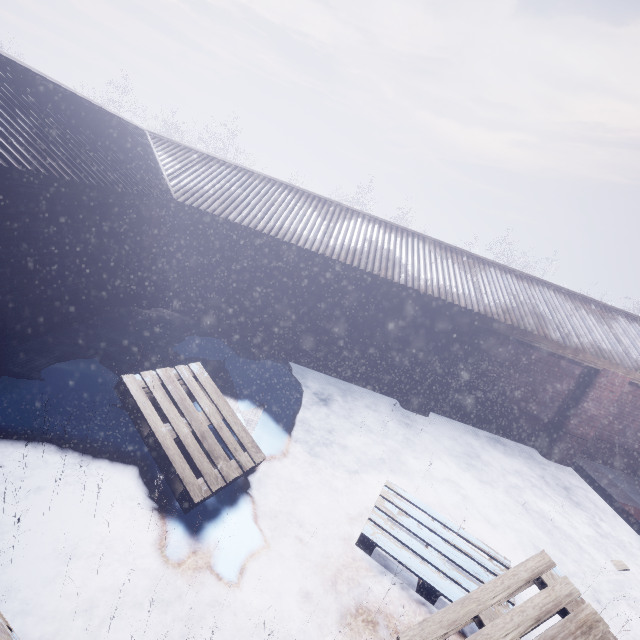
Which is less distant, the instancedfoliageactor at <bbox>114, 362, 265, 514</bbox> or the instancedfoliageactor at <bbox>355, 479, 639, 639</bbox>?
the instancedfoliageactor at <bbox>355, 479, 639, 639</bbox>

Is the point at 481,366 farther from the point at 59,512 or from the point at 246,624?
the point at 59,512

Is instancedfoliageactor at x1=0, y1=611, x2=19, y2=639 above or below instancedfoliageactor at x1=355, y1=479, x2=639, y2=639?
above

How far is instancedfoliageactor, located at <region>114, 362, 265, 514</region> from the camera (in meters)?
2.99

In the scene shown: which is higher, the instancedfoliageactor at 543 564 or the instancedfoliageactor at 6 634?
the instancedfoliageactor at 6 634

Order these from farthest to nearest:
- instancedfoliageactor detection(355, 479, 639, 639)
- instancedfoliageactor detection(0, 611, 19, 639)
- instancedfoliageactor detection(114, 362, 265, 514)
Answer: instancedfoliageactor detection(114, 362, 265, 514), instancedfoliageactor detection(355, 479, 639, 639), instancedfoliageactor detection(0, 611, 19, 639)
